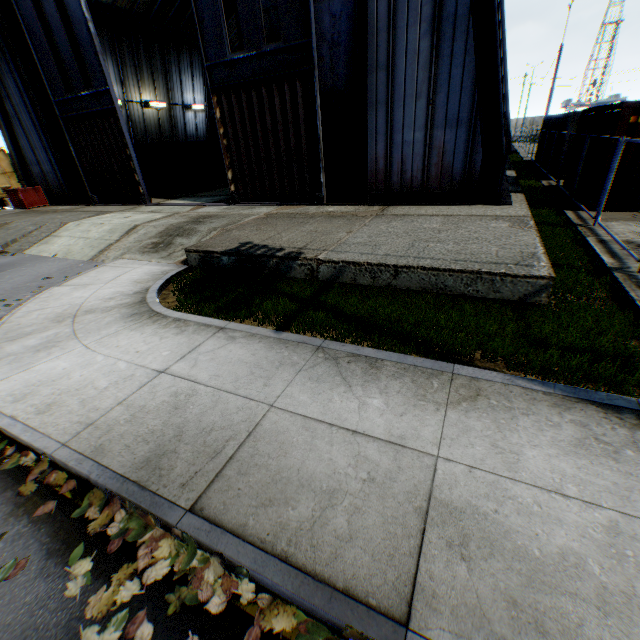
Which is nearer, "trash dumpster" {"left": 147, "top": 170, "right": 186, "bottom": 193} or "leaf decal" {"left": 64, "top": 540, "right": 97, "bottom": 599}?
"leaf decal" {"left": 64, "top": 540, "right": 97, "bottom": 599}

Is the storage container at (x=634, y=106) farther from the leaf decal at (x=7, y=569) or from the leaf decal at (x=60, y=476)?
the leaf decal at (x=60, y=476)

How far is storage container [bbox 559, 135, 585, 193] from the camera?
12.69m

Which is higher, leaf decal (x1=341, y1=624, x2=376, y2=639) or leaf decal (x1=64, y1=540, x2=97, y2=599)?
leaf decal (x1=341, y1=624, x2=376, y2=639)

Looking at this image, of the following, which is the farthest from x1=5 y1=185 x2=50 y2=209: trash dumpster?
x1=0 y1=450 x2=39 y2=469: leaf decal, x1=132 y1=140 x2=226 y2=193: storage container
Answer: x1=0 y1=450 x2=39 y2=469: leaf decal

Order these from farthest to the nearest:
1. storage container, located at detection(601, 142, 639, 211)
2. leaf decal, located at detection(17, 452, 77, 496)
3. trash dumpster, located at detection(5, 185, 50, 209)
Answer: trash dumpster, located at detection(5, 185, 50, 209) → storage container, located at detection(601, 142, 639, 211) → leaf decal, located at detection(17, 452, 77, 496)

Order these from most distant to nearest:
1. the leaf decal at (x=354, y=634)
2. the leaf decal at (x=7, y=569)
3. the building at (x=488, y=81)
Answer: the building at (x=488, y=81), the leaf decal at (x=7, y=569), the leaf decal at (x=354, y=634)

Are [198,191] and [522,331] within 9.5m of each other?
no
